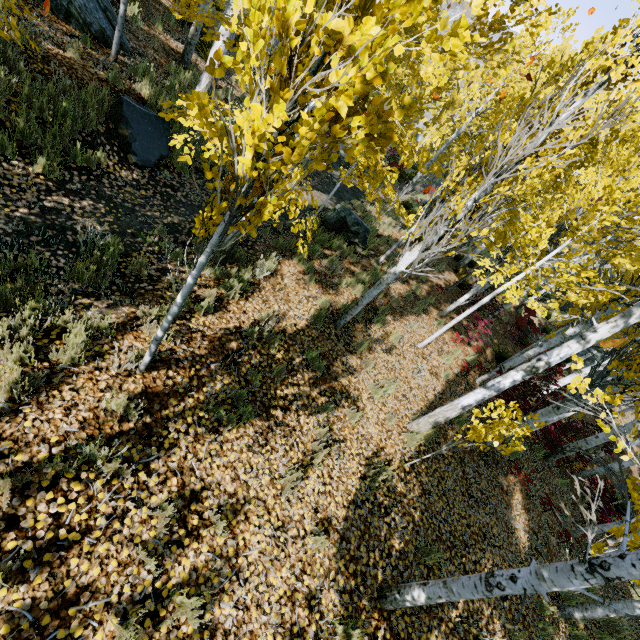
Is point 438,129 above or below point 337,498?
above

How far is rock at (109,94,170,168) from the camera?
6.2 meters

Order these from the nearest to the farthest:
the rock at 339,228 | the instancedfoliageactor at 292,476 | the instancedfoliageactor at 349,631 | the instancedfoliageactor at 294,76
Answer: the instancedfoliageactor at 294,76 < the instancedfoliageactor at 349,631 < the instancedfoliageactor at 292,476 < the rock at 339,228

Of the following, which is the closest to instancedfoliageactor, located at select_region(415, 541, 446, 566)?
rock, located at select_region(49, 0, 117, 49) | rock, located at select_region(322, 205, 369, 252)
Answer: rock, located at select_region(49, 0, 117, 49)

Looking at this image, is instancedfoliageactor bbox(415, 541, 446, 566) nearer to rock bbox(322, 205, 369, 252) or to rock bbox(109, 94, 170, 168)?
rock bbox(109, 94, 170, 168)

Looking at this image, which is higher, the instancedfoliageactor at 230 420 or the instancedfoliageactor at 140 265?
the instancedfoliageactor at 230 420
